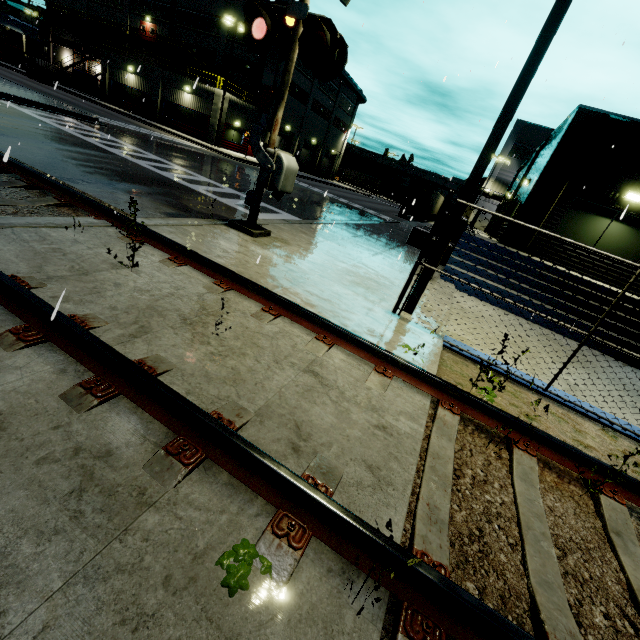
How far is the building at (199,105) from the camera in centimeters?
3173cm

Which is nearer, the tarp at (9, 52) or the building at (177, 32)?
the building at (177, 32)

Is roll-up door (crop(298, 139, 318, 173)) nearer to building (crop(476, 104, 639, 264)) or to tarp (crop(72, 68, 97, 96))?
building (crop(476, 104, 639, 264))

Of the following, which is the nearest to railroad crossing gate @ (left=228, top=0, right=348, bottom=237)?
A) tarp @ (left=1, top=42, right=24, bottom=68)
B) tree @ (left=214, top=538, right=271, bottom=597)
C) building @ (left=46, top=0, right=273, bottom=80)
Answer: building @ (left=46, top=0, right=273, bottom=80)

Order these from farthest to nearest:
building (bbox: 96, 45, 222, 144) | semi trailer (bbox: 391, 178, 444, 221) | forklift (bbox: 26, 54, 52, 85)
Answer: semi trailer (bbox: 391, 178, 444, 221)
forklift (bbox: 26, 54, 52, 85)
building (bbox: 96, 45, 222, 144)

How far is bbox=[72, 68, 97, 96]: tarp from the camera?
36.5 meters

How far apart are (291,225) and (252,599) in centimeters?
892cm

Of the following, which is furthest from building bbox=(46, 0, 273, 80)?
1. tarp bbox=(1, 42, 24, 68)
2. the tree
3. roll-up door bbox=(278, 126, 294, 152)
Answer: the tree
